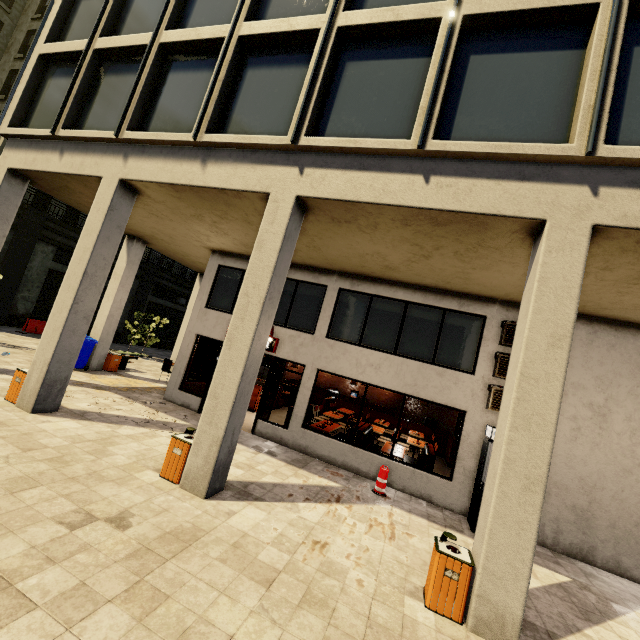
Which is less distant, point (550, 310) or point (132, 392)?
point (550, 310)

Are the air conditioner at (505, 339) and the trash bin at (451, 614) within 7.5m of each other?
yes

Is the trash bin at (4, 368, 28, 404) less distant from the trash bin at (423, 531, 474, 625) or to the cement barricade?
the trash bin at (423, 531, 474, 625)

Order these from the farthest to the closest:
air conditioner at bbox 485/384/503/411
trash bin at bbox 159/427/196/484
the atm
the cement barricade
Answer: the cement barricade, air conditioner at bbox 485/384/503/411, the atm, trash bin at bbox 159/427/196/484

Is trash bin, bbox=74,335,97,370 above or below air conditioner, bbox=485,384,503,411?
below

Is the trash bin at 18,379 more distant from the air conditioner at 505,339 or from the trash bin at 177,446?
the air conditioner at 505,339

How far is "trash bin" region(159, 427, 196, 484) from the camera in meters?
6.1 m

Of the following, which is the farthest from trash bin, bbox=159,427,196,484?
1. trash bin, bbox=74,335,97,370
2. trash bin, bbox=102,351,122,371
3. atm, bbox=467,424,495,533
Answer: trash bin, bbox=102,351,122,371
